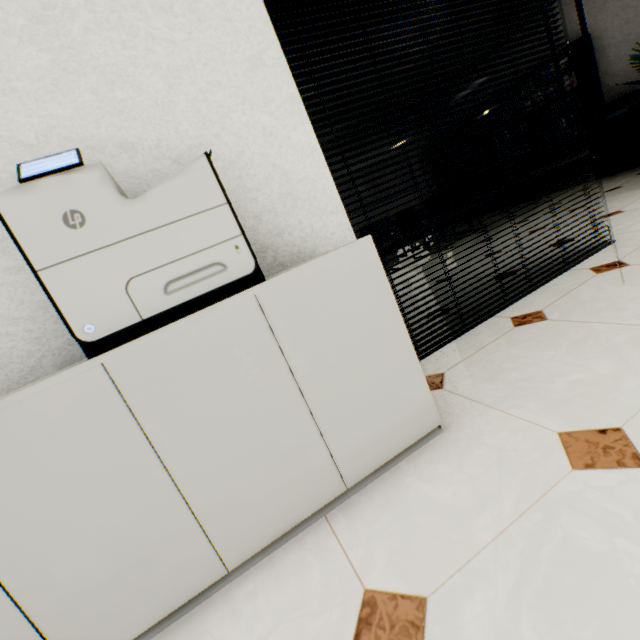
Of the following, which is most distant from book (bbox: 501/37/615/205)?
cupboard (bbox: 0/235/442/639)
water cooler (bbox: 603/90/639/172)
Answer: cupboard (bbox: 0/235/442/639)

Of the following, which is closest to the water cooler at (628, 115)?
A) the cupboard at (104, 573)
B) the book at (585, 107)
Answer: the book at (585, 107)

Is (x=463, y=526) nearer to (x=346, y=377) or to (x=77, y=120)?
(x=346, y=377)

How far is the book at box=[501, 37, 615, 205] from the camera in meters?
5.2

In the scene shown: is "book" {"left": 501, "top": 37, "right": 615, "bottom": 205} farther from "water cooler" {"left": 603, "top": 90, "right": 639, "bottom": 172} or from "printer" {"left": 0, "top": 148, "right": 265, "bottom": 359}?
"printer" {"left": 0, "top": 148, "right": 265, "bottom": 359}

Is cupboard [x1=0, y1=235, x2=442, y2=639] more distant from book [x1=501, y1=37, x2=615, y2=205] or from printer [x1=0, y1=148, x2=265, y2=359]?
book [x1=501, y1=37, x2=615, y2=205]

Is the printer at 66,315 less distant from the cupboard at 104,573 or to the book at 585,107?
the cupboard at 104,573
